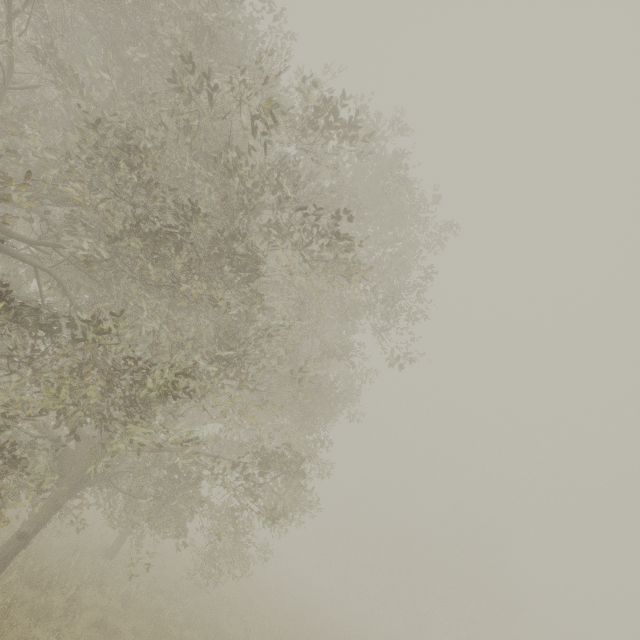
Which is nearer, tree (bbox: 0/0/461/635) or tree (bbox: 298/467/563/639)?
tree (bbox: 0/0/461/635)

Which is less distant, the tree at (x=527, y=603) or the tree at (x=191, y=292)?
the tree at (x=191, y=292)

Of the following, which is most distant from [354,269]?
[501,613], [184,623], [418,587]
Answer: [501,613]
